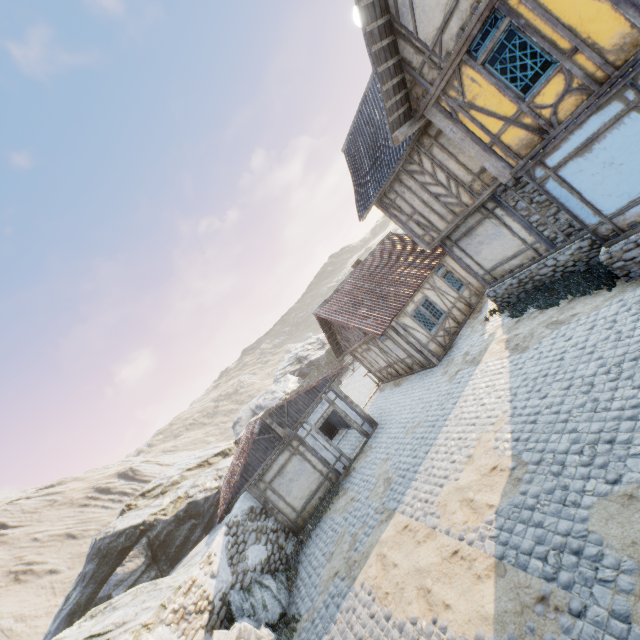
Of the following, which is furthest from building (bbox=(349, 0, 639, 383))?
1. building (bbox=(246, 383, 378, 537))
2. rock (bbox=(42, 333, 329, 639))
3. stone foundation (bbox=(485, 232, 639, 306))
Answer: rock (bbox=(42, 333, 329, 639))

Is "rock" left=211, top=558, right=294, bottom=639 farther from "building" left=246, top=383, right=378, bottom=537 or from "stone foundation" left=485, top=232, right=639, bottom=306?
"stone foundation" left=485, top=232, right=639, bottom=306

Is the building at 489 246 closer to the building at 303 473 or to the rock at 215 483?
the building at 303 473

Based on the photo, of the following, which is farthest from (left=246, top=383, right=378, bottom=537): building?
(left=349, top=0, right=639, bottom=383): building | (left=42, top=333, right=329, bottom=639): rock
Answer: (left=349, top=0, right=639, bottom=383): building

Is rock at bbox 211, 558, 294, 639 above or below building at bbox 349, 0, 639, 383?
below

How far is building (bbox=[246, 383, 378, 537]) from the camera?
13.2m

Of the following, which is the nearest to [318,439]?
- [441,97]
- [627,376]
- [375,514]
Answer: [375,514]
